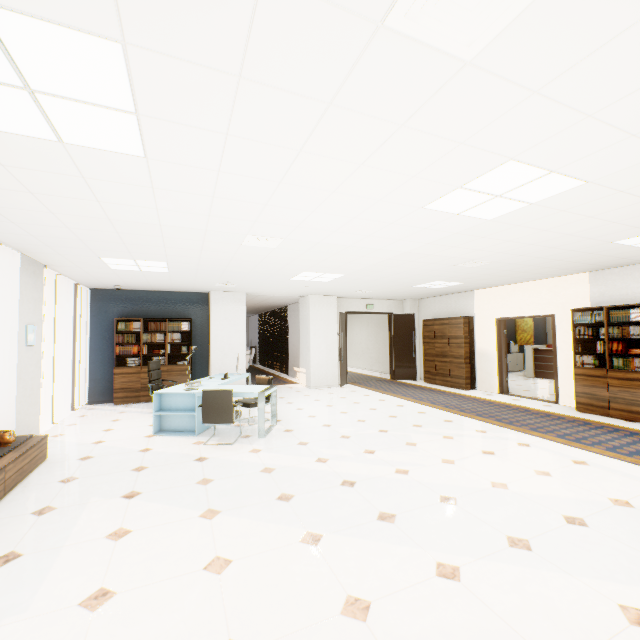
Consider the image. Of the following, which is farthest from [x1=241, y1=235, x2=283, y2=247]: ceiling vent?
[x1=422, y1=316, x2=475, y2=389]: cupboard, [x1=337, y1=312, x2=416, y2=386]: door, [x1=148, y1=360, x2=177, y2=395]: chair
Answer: [x1=422, y1=316, x2=475, y2=389]: cupboard

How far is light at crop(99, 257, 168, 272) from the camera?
5.4 meters

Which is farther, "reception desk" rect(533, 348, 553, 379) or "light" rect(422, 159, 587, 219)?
"reception desk" rect(533, 348, 553, 379)

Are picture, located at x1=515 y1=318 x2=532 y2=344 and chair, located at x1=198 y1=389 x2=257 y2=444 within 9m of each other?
no

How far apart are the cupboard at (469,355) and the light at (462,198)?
6.52m

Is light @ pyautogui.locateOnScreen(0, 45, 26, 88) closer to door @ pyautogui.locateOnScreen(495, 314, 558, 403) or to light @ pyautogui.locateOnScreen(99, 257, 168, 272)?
light @ pyautogui.locateOnScreen(99, 257, 168, 272)

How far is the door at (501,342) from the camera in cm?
759

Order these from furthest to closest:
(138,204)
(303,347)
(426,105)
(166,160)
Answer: (303,347) → (138,204) → (166,160) → (426,105)
